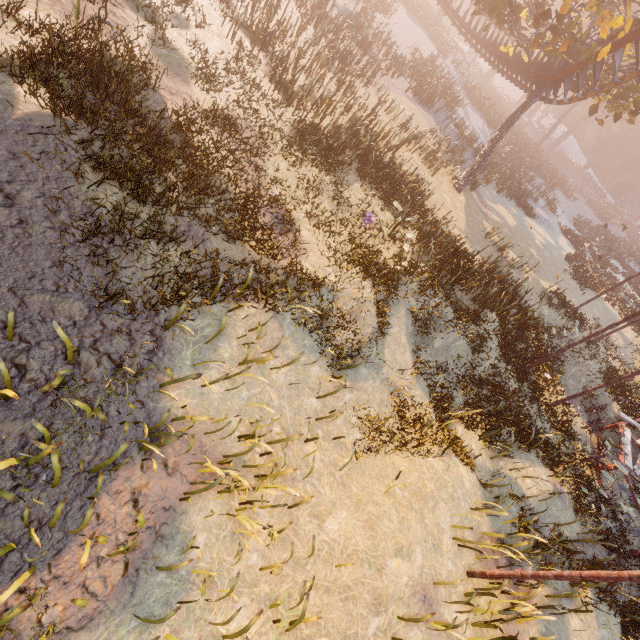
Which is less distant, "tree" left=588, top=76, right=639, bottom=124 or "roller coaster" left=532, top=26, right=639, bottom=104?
"roller coaster" left=532, top=26, right=639, bottom=104

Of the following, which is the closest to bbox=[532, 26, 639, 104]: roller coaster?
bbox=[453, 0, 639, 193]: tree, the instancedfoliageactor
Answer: bbox=[453, 0, 639, 193]: tree

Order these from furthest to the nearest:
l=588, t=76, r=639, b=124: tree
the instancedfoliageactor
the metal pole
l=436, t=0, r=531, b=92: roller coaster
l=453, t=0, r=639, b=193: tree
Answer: the instancedfoliageactor
l=436, t=0, r=531, b=92: roller coaster
l=588, t=76, r=639, b=124: tree
l=453, t=0, r=639, b=193: tree
the metal pole

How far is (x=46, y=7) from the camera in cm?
832

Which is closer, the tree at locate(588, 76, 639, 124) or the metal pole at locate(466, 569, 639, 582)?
the metal pole at locate(466, 569, 639, 582)

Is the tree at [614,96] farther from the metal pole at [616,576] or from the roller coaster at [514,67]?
the metal pole at [616,576]

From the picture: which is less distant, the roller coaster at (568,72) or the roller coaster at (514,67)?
the roller coaster at (568,72)
